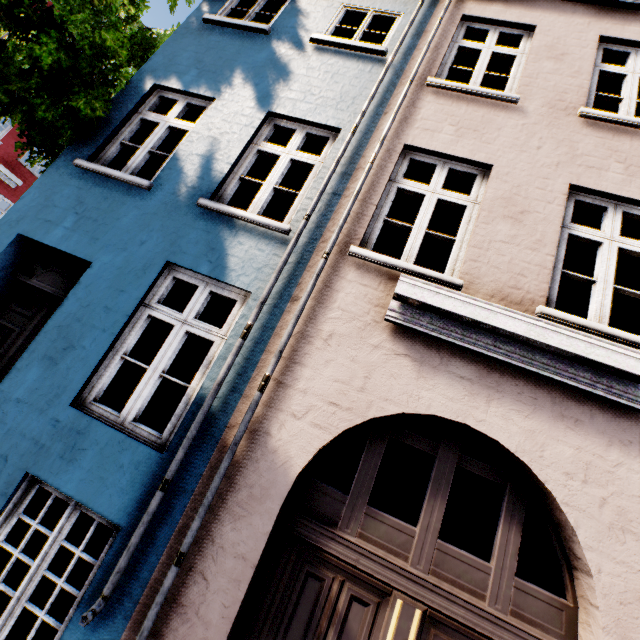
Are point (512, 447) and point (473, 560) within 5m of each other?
yes

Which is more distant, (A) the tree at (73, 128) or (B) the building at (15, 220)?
(A) the tree at (73, 128)

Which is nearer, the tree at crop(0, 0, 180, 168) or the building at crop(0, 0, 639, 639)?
the building at crop(0, 0, 639, 639)
